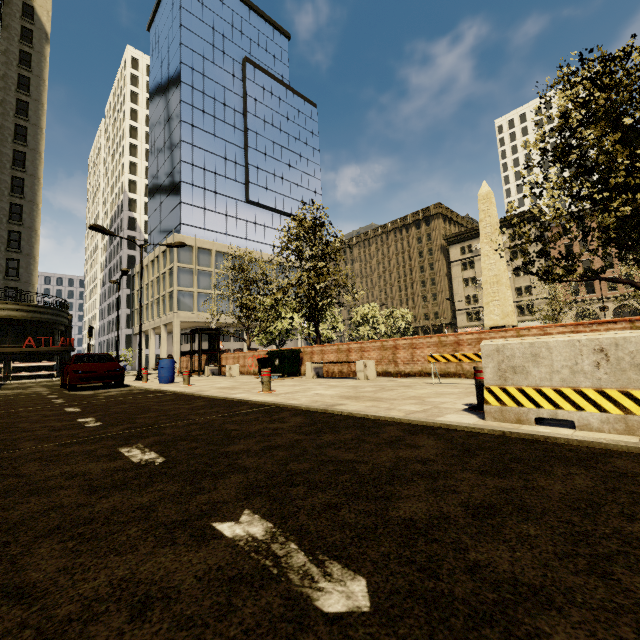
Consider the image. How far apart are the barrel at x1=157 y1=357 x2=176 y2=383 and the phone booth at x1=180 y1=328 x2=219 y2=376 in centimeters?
444cm

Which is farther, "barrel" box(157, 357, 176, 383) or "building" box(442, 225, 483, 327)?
"building" box(442, 225, 483, 327)

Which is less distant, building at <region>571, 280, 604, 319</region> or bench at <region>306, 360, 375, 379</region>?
bench at <region>306, 360, 375, 379</region>

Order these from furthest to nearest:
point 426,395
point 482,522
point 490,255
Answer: point 490,255
point 426,395
point 482,522

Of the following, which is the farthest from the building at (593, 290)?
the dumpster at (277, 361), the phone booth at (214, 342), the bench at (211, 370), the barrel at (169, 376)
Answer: the dumpster at (277, 361)

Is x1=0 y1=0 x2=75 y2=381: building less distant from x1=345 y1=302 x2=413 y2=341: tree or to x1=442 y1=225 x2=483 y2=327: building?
x1=345 y1=302 x2=413 y2=341: tree

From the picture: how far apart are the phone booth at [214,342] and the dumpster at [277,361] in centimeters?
603cm

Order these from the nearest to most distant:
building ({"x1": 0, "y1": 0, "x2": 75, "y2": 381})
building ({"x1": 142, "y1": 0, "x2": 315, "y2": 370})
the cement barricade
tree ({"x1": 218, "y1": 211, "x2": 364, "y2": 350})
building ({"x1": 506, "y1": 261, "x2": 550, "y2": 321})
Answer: the cement barricade < tree ({"x1": 218, "y1": 211, "x2": 364, "y2": 350}) < building ({"x1": 0, "y1": 0, "x2": 75, "y2": 381}) < building ({"x1": 142, "y1": 0, "x2": 315, "y2": 370}) < building ({"x1": 506, "y1": 261, "x2": 550, "y2": 321})
